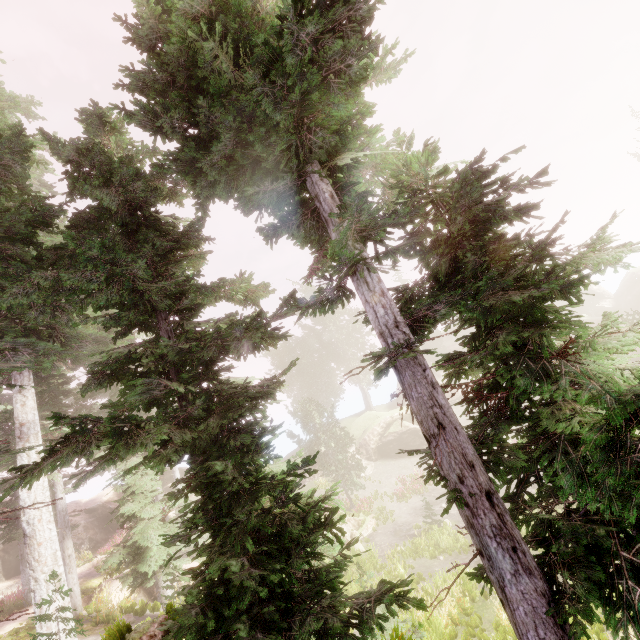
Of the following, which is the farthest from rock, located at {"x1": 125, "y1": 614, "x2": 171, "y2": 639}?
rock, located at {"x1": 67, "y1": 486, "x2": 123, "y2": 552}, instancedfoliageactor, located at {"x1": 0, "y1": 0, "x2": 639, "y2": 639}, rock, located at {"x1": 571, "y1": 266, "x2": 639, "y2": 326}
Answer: rock, located at {"x1": 571, "y1": 266, "x2": 639, "y2": 326}

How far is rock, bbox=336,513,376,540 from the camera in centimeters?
2280cm

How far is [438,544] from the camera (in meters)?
18.33

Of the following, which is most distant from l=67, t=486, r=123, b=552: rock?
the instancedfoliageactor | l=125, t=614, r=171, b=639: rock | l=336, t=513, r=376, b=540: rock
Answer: l=125, t=614, r=171, b=639: rock

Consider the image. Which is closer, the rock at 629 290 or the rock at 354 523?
the rock at 354 523

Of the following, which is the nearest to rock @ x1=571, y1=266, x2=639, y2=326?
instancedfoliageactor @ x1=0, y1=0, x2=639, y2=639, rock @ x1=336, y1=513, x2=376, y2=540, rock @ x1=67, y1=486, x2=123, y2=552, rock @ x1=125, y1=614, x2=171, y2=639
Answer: instancedfoliageactor @ x1=0, y1=0, x2=639, y2=639

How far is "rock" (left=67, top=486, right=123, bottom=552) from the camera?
26.06m

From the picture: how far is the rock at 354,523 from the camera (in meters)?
22.80
